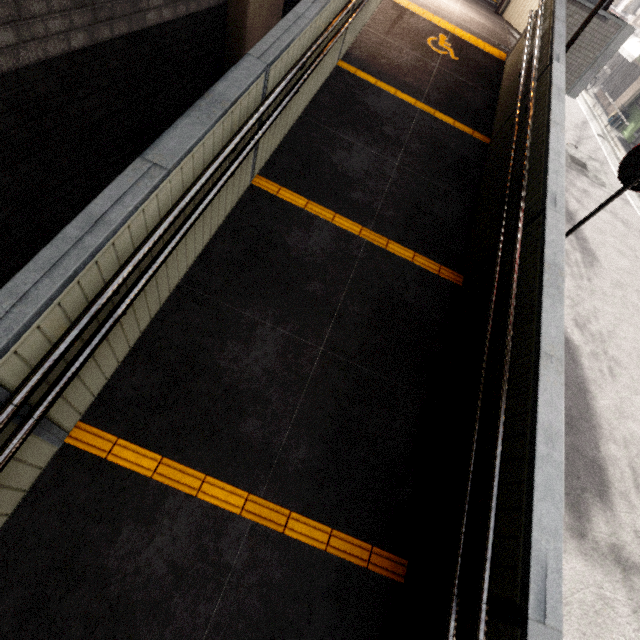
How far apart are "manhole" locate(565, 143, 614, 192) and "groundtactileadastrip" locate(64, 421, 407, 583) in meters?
14.0

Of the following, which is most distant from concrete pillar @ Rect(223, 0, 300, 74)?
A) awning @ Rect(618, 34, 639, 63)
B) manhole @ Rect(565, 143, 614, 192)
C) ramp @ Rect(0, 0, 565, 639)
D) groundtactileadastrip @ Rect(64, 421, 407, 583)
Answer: awning @ Rect(618, 34, 639, 63)

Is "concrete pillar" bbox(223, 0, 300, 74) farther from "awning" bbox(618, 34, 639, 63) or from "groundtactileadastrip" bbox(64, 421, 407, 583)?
"awning" bbox(618, 34, 639, 63)

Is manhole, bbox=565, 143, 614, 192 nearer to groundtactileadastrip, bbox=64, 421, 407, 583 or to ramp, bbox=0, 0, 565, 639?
ramp, bbox=0, 0, 565, 639

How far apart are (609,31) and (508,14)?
5.7 meters

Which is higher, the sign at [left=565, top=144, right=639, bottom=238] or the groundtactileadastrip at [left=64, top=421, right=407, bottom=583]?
the sign at [left=565, top=144, right=639, bottom=238]

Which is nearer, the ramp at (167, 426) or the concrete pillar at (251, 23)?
the ramp at (167, 426)

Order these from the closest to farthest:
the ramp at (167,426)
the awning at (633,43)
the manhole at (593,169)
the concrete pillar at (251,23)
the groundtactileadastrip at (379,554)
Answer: the ramp at (167,426) < the groundtactileadastrip at (379,554) < the concrete pillar at (251,23) < the manhole at (593,169) < the awning at (633,43)
